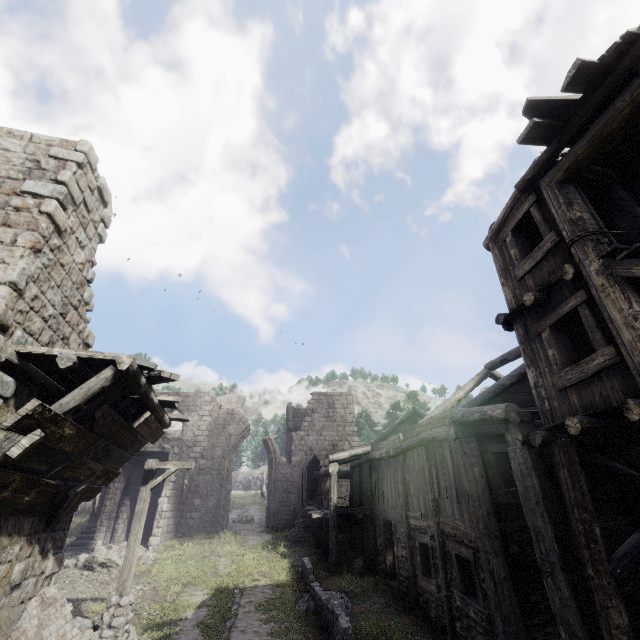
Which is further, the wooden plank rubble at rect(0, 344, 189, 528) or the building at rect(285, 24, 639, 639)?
the building at rect(285, 24, 639, 639)

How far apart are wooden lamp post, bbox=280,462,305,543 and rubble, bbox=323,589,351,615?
8.7m

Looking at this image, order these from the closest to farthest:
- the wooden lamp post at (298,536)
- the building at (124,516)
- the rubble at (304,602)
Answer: the rubble at (304,602)
the building at (124,516)
the wooden lamp post at (298,536)

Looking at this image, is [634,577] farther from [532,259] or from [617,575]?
[532,259]

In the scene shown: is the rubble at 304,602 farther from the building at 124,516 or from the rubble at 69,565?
the rubble at 69,565

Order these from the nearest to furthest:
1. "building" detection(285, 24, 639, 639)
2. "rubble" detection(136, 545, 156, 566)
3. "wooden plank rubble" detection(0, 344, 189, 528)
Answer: "wooden plank rubble" detection(0, 344, 189, 528), "building" detection(285, 24, 639, 639), "rubble" detection(136, 545, 156, 566)

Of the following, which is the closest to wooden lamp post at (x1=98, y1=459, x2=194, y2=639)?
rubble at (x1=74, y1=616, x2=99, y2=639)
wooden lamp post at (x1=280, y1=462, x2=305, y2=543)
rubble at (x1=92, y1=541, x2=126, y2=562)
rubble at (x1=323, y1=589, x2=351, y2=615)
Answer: rubble at (x1=74, y1=616, x2=99, y2=639)
